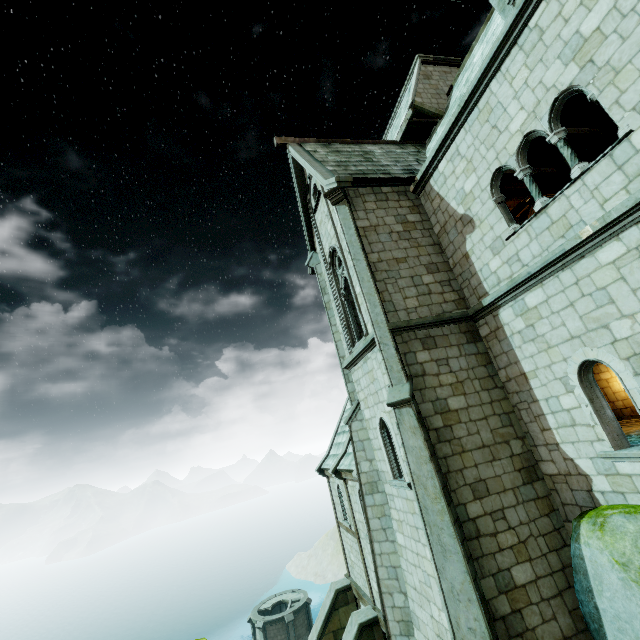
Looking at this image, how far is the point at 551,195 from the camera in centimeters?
1355cm

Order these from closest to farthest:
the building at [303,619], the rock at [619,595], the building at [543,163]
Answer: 1. the rock at [619,595]
2. the building at [543,163]
3. the building at [303,619]

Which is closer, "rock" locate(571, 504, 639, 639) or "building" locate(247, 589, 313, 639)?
"rock" locate(571, 504, 639, 639)

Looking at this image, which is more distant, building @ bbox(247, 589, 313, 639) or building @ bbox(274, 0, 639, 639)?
building @ bbox(247, 589, 313, 639)

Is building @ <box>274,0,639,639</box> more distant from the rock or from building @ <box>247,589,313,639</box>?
building @ <box>247,589,313,639</box>

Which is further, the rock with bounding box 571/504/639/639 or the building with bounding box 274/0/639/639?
the building with bounding box 274/0/639/639

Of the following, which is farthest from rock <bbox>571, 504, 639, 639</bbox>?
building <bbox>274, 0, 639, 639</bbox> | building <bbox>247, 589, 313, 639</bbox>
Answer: building <bbox>247, 589, 313, 639</bbox>

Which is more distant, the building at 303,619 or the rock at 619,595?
the building at 303,619
